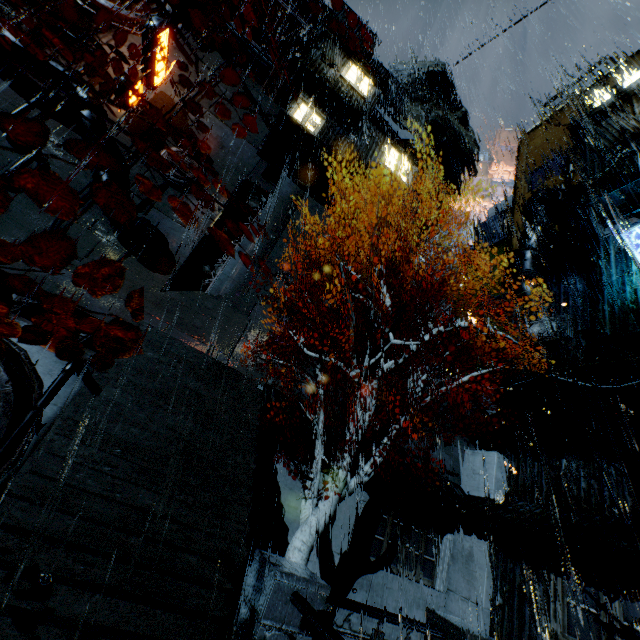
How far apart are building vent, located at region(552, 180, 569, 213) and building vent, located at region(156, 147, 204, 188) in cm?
2486

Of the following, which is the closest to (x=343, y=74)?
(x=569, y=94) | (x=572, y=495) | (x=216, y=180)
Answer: (x=216, y=180)

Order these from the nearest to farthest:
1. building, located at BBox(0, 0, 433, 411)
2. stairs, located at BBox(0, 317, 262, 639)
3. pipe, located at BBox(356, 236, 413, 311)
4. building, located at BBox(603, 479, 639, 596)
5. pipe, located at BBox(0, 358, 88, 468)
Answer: stairs, located at BBox(0, 317, 262, 639) < pipe, located at BBox(0, 358, 88, 468) < building, located at BBox(603, 479, 639, 596) < building, located at BBox(0, 0, 433, 411) < pipe, located at BBox(356, 236, 413, 311)

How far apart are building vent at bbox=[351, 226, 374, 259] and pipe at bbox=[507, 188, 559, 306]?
9.42m

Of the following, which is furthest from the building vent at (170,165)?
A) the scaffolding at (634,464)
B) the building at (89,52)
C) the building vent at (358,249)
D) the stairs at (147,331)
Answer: the scaffolding at (634,464)

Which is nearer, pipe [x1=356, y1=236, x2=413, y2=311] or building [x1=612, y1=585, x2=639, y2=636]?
building [x1=612, y1=585, x2=639, y2=636]

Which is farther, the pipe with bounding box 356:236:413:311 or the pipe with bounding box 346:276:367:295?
the pipe with bounding box 356:236:413:311

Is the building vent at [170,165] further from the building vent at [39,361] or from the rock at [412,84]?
the rock at [412,84]
